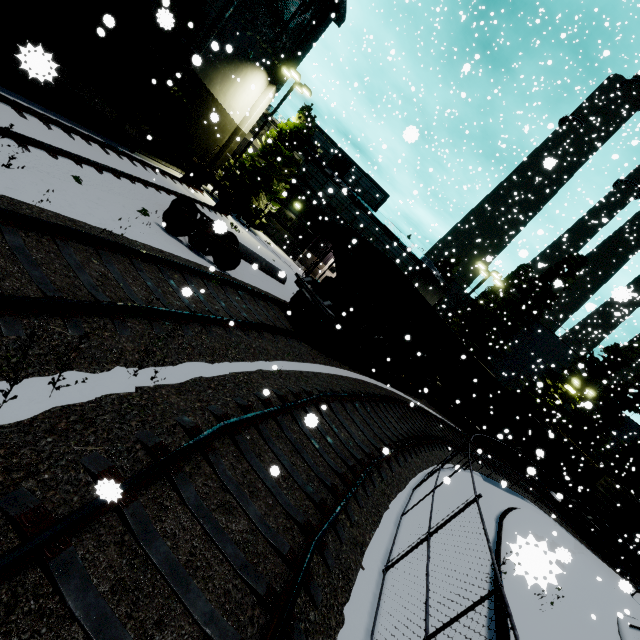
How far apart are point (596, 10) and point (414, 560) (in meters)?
15.90

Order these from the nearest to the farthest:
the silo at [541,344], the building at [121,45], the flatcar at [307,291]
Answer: the building at [121,45]
the flatcar at [307,291]
the silo at [541,344]

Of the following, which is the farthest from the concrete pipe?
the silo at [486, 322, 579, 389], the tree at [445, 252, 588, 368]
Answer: the tree at [445, 252, 588, 368]

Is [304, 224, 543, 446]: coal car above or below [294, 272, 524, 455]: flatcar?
above

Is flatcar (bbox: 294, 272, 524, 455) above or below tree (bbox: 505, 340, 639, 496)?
below

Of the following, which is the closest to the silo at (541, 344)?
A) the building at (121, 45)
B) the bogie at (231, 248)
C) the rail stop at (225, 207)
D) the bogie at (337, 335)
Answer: the building at (121, 45)

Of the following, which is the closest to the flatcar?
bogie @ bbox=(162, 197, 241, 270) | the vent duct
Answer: bogie @ bbox=(162, 197, 241, 270)

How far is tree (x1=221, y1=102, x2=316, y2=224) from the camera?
22.89m
